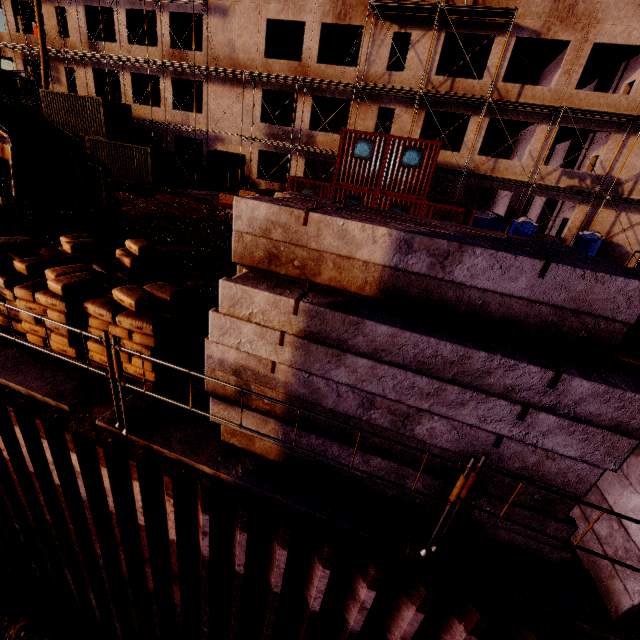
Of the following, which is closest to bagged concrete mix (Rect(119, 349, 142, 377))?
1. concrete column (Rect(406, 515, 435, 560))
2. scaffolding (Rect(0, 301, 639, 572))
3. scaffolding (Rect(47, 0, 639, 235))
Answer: scaffolding (Rect(0, 301, 639, 572))

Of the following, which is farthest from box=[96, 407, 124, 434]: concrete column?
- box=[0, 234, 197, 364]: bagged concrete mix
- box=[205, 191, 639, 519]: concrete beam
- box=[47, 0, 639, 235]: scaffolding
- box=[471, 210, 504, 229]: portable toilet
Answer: box=[47, 0, 639, 235]: scaffolding

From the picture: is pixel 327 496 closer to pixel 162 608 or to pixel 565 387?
pixel 565 387

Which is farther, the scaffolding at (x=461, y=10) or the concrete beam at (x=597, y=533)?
the scaffolding at (x=461, y=10)

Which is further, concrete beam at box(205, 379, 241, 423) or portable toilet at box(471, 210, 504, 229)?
portable toilet at box(471, 210, 504, 229)

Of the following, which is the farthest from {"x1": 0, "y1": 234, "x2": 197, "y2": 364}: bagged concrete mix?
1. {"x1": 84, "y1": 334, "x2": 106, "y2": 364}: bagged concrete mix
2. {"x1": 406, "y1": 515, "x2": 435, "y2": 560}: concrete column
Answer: {"x1": 406, "y1": 515, "x2": 435, "y2": 560}: concrete column

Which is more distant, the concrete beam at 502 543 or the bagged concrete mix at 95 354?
the bagged concrete mix at 95 354

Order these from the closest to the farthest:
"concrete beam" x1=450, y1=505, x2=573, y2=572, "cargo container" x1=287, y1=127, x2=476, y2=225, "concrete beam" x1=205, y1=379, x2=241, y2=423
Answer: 1. "concrete beam" x1=450, y1=505, x2=573, y2=572
2. "concrete beam" x1=205, y1=379, x2=241, y2=423
3. "cargo container" x1=287, y1=127, x2=476, y2=225
